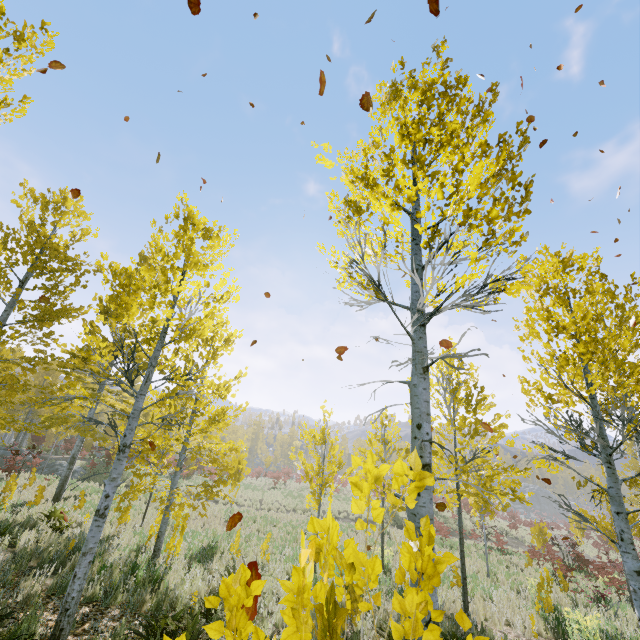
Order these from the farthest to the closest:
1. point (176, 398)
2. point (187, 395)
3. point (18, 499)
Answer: point (176, 398) → point (18, 499) → point (187, 395)

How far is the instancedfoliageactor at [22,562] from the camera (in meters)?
6.27

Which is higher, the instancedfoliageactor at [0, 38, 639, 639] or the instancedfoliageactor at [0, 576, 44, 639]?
the instancedfoliageactor at [0, 38, 639, 639]

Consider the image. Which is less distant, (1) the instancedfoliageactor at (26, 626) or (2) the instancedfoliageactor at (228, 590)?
(2) the instancedfoliageactor at (228, 590)

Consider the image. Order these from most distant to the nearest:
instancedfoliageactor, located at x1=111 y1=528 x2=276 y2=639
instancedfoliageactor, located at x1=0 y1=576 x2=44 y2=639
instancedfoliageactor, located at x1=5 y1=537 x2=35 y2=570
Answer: instancedfoliageactor, located at x1=5 y1=537 x2=35 y2=570
instancedfoliageactor, located at x1=0 y1=576 x2=44 y2=639
instancedfoliageactor, located at x1=111 y1=528 x2=276 y2=639

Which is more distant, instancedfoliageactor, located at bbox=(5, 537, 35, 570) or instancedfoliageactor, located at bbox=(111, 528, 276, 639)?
instancedfoliageactor, located at bbox=(5, 537, 35, 570)

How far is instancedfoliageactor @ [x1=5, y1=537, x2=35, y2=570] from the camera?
6.3 meters
